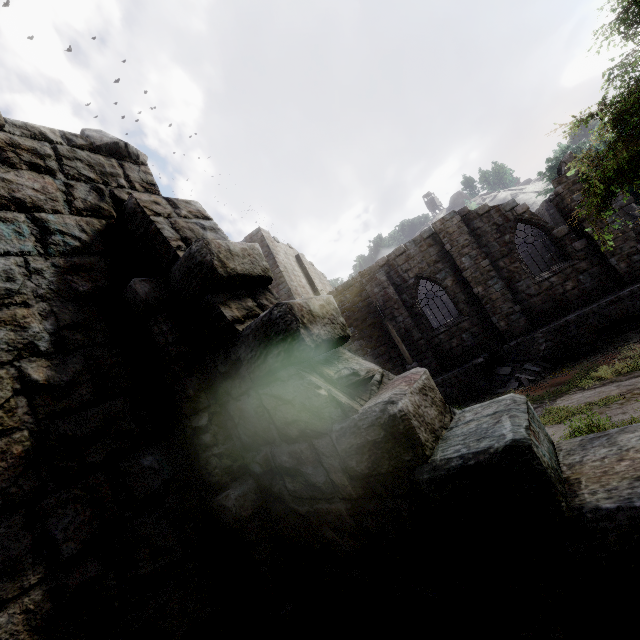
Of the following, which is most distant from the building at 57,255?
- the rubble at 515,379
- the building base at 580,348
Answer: the rubble at 515,379

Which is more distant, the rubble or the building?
the rubble

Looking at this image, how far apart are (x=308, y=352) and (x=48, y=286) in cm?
232

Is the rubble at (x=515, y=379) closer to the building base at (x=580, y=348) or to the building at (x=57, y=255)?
the building base at (x=580, y=348)

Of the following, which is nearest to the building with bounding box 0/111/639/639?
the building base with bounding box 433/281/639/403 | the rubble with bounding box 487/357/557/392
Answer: the building base with bounding box 433/281/639/403

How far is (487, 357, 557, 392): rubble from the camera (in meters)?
13.26

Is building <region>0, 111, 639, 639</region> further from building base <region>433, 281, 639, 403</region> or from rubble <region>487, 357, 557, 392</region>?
rubble <region>487, 357, 557, 392</region>
